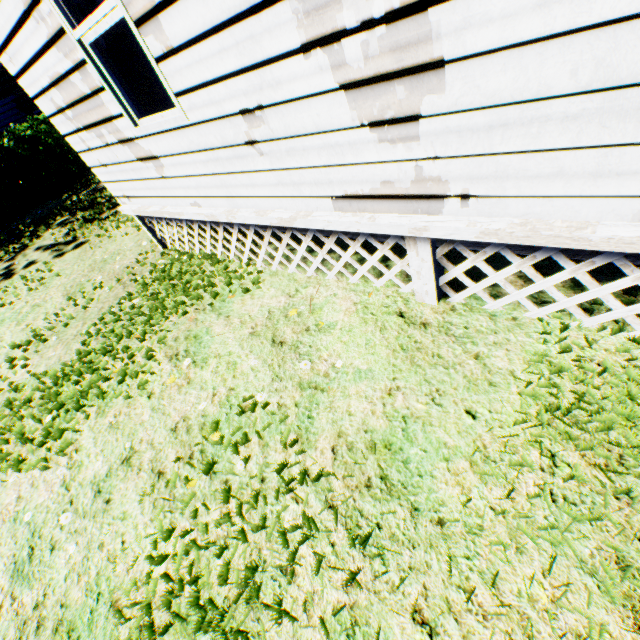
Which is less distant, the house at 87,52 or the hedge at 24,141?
the house at 87,52

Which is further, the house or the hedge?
the hedge

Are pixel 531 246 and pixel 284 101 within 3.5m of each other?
yes
